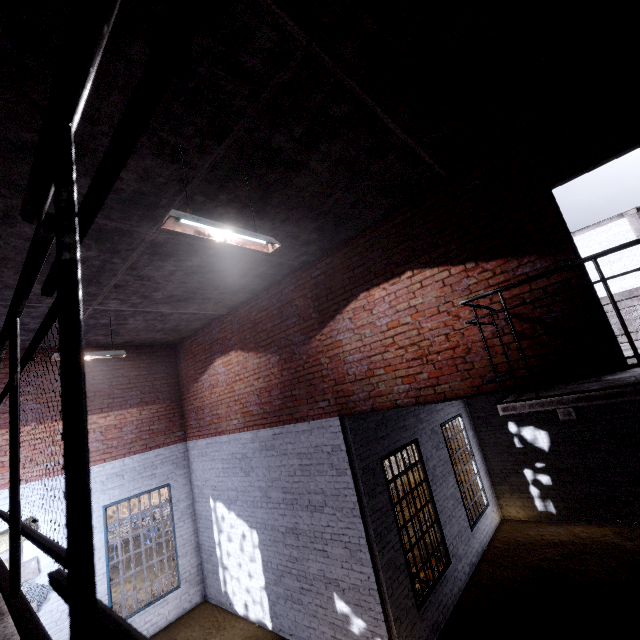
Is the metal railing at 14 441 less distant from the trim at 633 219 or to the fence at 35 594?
the fence at 35 594

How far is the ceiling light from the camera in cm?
276

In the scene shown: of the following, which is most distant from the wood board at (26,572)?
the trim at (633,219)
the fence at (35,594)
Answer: the trim at (633,219)

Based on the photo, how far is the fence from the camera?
6.3m

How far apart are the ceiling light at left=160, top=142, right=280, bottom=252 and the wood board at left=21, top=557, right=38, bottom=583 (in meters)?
7.86

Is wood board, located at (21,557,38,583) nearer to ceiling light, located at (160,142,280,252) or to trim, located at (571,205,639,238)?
ceiling light, located at (160,142,280,252)

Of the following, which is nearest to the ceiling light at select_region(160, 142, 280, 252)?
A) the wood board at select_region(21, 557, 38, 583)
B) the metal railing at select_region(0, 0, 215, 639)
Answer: the metal railing at select_region(0, 0, 215, 639)

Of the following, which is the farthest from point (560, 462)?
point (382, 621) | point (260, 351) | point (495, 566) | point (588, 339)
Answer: point (260, 351)
